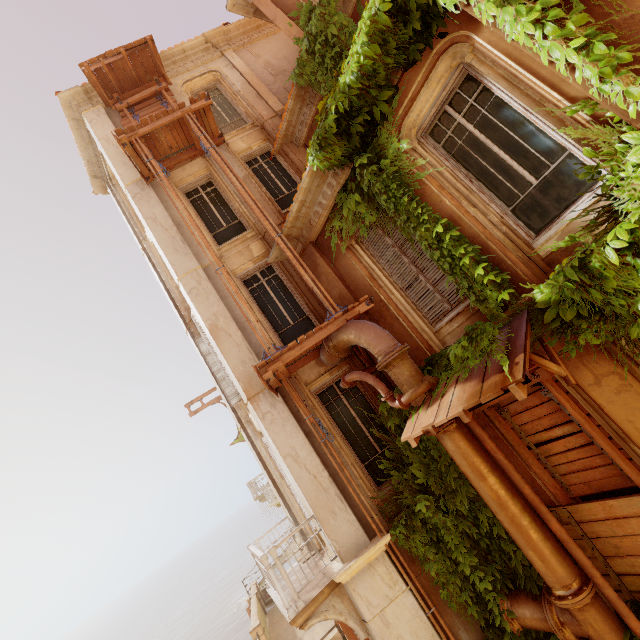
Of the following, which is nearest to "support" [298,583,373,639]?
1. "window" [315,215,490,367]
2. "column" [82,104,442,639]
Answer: "column" [82,104,442,639]

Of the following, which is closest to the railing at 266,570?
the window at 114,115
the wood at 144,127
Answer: the wood at 144,127

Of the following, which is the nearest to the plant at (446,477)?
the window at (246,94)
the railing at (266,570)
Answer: the railing at (266,570)

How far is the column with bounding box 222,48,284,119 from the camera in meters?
10.9

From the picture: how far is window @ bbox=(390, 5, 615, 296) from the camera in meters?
4.1 m

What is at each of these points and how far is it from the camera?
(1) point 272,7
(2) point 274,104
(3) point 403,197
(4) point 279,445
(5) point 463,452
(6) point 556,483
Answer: (1) column, 9.23m
(2) column, 10.92m
(3) plant, 5.55m
(4) column, 7.11m
(5) pipe, 5.23m
(6) wood, 5.31m

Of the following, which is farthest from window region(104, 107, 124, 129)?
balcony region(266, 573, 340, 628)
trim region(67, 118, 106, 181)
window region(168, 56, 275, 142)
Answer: balcony region(266, 573, 340, 628)

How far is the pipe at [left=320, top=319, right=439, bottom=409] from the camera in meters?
5.4
